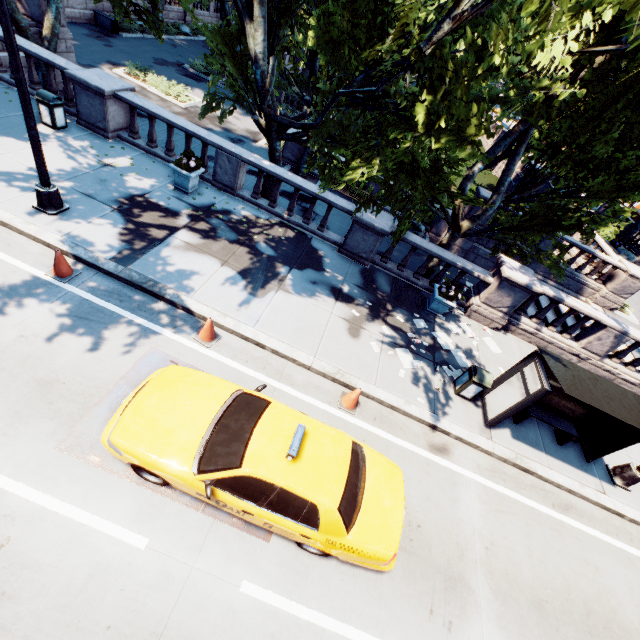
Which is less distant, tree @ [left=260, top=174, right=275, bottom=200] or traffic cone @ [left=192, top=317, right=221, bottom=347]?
traffic cone @ [left=192, top=317, right=221, bottom=347]

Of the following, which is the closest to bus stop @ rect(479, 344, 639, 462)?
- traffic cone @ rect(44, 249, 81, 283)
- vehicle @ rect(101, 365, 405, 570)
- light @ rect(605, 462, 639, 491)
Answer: light @ rect(605, 462, 639, 491)

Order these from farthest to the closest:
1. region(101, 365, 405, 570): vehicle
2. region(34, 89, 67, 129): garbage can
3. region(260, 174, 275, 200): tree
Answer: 1. region(260, 174, 275, 200): tree
2. region(34, 89, 67, 129): garbage can
3. region(101, 365, 405, 570): vehicle

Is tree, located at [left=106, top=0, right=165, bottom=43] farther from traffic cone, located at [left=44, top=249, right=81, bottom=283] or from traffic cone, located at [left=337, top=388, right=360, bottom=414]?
traffic cone, located at [left=44, top=249, right=81, bottom=283]

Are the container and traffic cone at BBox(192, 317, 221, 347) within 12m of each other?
no

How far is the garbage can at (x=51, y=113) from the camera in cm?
1030

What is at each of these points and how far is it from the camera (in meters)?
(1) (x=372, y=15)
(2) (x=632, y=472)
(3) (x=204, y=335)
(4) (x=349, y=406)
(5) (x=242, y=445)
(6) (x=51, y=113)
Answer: (1) tree, 8.78
(2) light, 8.84
(3) traffic cone, 7.47
(4) traffic cone, 7.69
(5) vehicle, 5.02
(6) garbage can, 10.52

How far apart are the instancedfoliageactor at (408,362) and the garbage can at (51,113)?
13.45m
